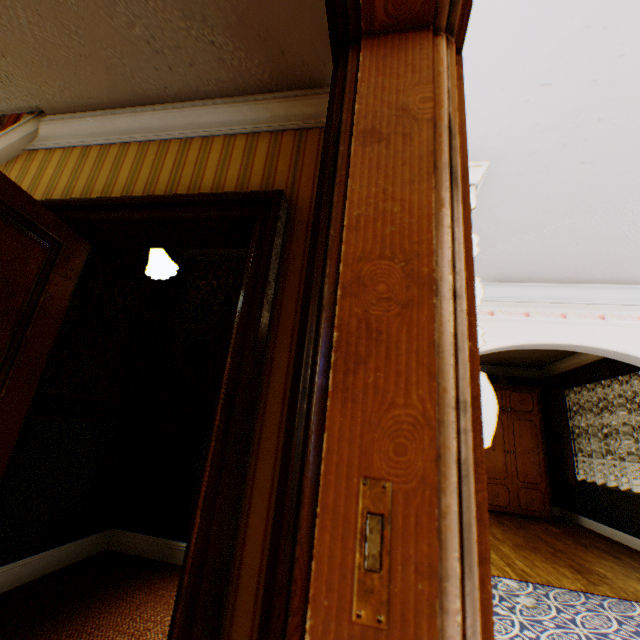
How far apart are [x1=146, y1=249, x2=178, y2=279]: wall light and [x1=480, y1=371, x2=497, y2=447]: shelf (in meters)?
2.06

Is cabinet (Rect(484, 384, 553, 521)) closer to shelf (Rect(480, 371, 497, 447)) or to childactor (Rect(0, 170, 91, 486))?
shelf (Rect(480, 371, 497, 447))

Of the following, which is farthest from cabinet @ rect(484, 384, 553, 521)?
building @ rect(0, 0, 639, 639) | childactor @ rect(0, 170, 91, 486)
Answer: childactor @ rect(0, 170, 91, 486)

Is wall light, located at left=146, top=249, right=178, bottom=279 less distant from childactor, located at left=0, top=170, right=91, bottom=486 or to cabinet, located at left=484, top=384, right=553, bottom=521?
childactor, located at left=0, top=170, right=91, bottom=486

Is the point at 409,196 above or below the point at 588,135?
below

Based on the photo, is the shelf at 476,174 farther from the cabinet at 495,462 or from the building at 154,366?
the cabinet at 495,462

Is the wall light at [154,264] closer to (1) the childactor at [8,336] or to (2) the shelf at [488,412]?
(1) the childactor at [8,336]
